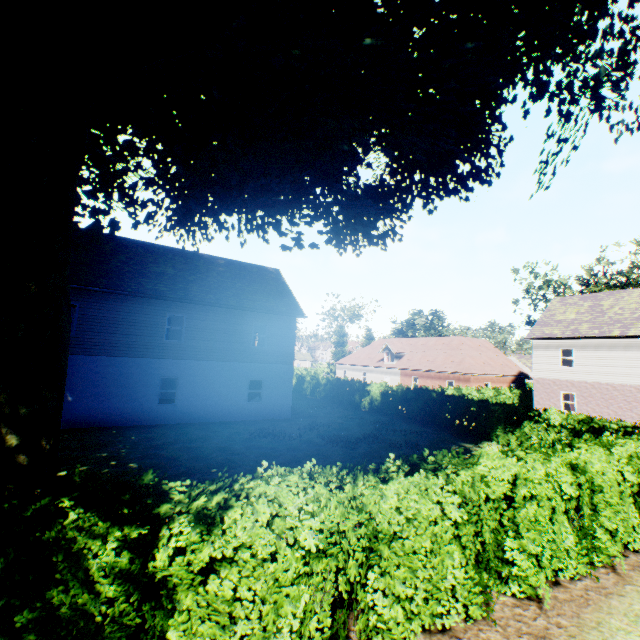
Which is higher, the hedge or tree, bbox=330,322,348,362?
tree, bbox=330,322,348,362

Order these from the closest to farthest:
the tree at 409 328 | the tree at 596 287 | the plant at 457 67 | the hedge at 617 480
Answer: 1. the hedge at 617 480
2. the plant at 457 67
3. the tree at 596 287
4. the tree at 409 328

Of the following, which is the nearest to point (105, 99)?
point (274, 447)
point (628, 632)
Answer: point (274, 447)

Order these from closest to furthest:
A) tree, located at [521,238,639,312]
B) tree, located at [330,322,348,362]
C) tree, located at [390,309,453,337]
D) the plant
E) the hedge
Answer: the hedge → the plant → tree, located at [521,238,639,312] → tree, located at [390,309,453,337] → tree, located at [330,322,348,362]

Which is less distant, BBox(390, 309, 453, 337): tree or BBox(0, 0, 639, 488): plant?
BBox(0, 0, 639, 488): plant

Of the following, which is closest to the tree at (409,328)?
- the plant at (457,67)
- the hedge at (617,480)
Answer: the hedge at (617,480)

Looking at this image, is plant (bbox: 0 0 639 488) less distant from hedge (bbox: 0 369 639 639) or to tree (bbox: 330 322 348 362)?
tree (bbox: 330 322 348 362)
